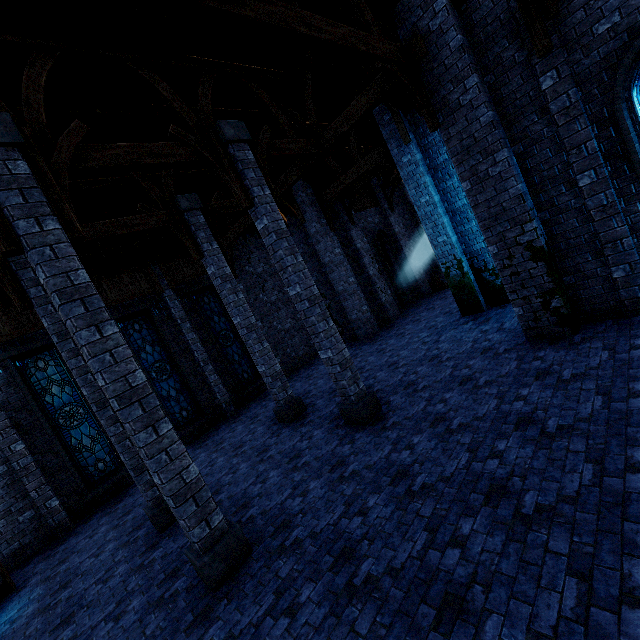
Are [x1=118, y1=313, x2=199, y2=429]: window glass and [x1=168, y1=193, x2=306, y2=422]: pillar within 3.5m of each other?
no

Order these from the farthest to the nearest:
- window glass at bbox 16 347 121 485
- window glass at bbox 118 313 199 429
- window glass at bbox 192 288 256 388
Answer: window glass at bbox 192 288 256 388
window glass at bbox 118 313 199 429
window glass at bbox 16 347 121 485

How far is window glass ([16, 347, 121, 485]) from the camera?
10.21m

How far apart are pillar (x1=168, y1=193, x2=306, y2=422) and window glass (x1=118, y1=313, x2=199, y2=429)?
4.6m

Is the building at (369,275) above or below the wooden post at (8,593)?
above

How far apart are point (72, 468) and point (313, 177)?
14.0 meters

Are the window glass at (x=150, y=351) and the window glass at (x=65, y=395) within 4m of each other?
yes

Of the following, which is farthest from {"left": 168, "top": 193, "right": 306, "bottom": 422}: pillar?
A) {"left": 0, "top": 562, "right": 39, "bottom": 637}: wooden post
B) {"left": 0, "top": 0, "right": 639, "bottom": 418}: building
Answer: {"left": 0, "top": 562, "right": 39, "bottom": 637}: wooden post
